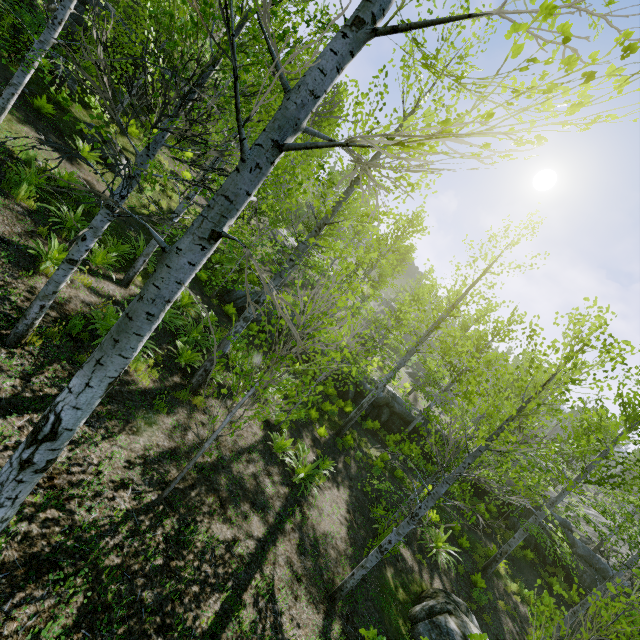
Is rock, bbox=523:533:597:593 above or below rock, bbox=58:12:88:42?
below

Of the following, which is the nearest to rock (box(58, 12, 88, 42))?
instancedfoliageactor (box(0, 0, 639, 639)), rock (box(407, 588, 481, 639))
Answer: instancedfoliageactor (box(0, 0, 639, 639))

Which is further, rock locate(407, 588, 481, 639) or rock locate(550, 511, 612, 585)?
rock locate(550, 511, 612, 585)

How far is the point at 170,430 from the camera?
6.6m

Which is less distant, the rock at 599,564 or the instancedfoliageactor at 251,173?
the instancedfoliageactor at 251,173

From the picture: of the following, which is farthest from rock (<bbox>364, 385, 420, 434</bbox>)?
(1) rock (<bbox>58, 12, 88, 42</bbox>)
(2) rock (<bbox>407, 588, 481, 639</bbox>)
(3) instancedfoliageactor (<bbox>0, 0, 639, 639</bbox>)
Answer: (2) rock (<bbox>407, 588, 481, 639</bbox>)

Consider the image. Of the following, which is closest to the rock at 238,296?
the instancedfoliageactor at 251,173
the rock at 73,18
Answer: the instancedfoliageactor at 251,173

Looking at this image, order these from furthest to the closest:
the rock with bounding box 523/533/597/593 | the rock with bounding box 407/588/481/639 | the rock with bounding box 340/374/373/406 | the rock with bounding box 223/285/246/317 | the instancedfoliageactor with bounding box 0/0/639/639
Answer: the rock with bounding box 340/374/373/406, the rock with bounding box 523/533/597/593, the rock with bounding box 223/285/246/317, the rock with bounding box 407/588/481/639, the instancedfoliageactor with bounding box 0/0/639/639
